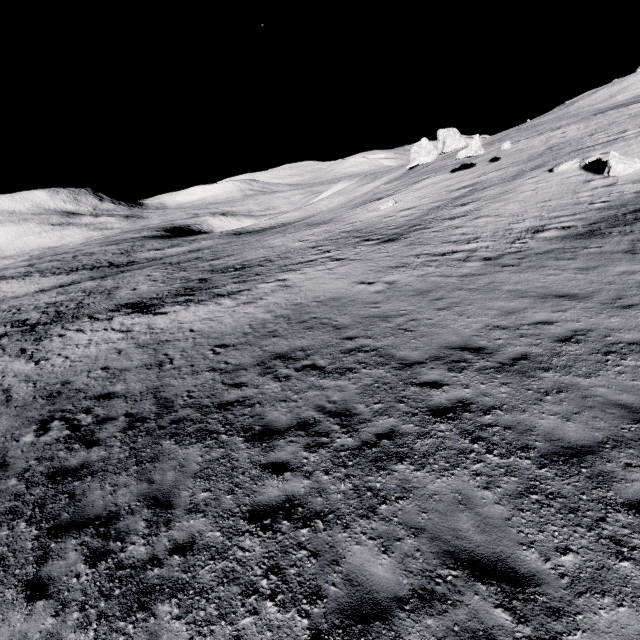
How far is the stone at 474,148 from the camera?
33.5m

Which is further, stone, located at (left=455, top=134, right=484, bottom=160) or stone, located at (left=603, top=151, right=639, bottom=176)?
stone, located at (left=455, top=134, right=484, bottom=160)

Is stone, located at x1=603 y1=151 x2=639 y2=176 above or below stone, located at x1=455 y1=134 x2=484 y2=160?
below

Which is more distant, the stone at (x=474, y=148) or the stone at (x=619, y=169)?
the stone at (x=474, y=148)

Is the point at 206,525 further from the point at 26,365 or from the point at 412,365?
the point at 26,365

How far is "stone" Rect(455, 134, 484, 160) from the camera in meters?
33.5 m
